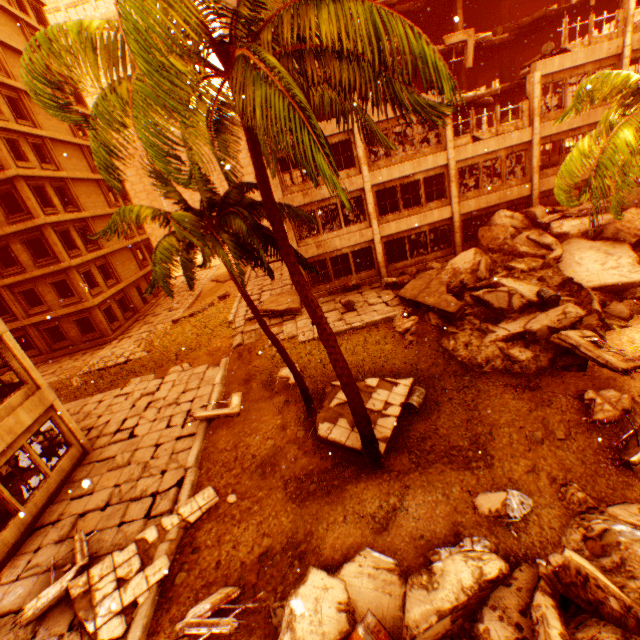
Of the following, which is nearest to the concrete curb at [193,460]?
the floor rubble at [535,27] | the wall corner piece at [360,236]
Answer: the wall corner piece at [360,236]

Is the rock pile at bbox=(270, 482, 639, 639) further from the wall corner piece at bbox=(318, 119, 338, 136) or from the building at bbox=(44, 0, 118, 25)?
the building at bbox=(44, 0, 118, 25)

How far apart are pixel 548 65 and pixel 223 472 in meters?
25.0 m

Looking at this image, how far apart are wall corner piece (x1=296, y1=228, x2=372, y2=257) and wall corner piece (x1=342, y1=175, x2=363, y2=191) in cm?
221

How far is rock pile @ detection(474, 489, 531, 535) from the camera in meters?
6.7 m

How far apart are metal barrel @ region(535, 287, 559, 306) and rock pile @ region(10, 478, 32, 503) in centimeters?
2023cm

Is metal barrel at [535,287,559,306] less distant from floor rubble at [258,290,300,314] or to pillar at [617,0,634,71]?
floor rubble at [258,290,300,314]

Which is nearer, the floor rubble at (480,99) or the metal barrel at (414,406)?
the metal barrel at (414,406)
